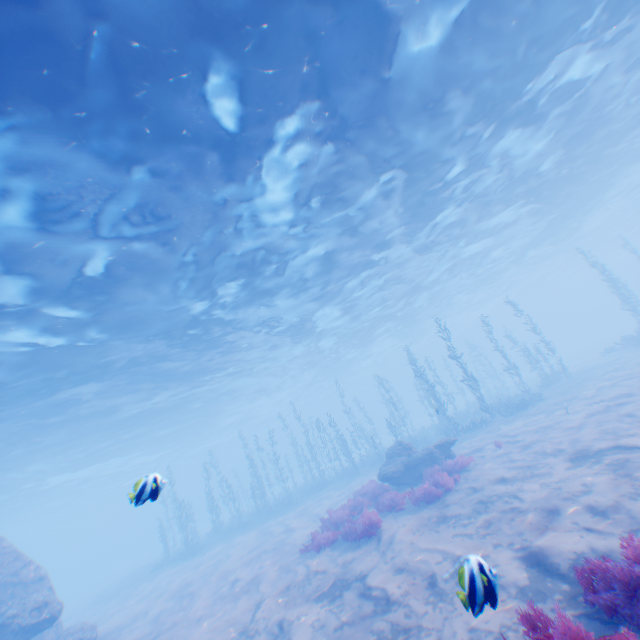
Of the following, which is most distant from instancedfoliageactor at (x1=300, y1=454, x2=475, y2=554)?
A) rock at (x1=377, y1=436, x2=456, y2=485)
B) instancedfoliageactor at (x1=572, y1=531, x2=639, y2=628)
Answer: instancedfoliageactor at (x1=572, y1=531, x2=639, y2=628)

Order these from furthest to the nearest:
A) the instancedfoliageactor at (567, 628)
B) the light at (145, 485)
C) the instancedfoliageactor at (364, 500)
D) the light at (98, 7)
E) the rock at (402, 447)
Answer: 1. the rock at (402, 447)
2. the instancedfoliageactor at (364, 500)
3. the light at (98, 7)
4. the light at (145, 485)
5. the instancedfoliageactor at (567, 628)

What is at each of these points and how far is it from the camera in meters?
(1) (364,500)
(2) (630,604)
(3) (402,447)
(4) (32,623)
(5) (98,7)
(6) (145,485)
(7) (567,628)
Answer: (1) instancedfoliageactor, 14.6
(2) instancedfoliageactor, 3.6
(3) rock, 17.0
(4) rock, 11.4
(5) light, 6.6
(6) light, 4.4
(7) instancedfoliageactor, 3.5

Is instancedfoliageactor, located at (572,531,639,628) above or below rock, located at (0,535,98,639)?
below

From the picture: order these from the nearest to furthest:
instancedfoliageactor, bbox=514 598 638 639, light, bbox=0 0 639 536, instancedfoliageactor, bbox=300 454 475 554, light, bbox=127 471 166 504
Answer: instancedfoliageactor, bbox=514 598 638 639, light, bbox=127 471 166 504, light, bbox=0 0 639 536, instancedfoliageactor, bbox=300 454 475 554

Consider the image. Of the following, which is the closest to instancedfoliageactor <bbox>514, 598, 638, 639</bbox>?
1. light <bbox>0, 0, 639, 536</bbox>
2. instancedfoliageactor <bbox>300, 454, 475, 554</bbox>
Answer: instancedfoliageactor <bbox>300, 454, 475, 554</bbox>

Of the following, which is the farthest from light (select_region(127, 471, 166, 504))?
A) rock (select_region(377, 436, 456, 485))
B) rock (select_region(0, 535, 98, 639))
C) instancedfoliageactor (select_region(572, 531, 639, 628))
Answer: rock (select_region(377, 436, 456, 485))

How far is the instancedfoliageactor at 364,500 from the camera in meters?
11.1
